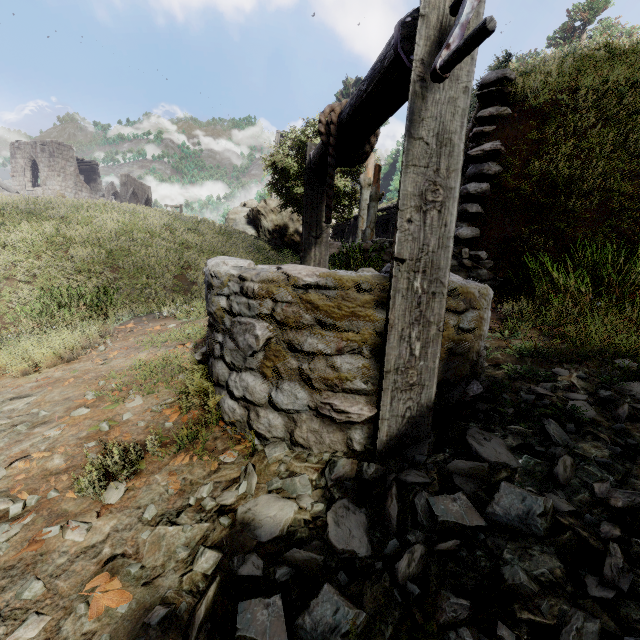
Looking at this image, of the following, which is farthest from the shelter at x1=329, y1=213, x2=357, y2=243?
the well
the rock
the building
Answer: the building

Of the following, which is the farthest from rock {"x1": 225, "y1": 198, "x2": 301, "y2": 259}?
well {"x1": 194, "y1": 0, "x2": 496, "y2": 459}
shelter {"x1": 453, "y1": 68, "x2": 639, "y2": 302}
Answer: well {"x1": 194, "y1": 0, "x2": 496, "y2": 459}

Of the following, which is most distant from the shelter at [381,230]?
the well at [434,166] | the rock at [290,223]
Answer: the well at [434,166]

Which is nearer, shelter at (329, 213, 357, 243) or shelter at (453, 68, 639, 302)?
shelter at (453, 68, 639, 302)

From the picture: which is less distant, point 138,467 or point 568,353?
point 138,467

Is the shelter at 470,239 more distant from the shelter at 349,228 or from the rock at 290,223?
the rock at 290,223

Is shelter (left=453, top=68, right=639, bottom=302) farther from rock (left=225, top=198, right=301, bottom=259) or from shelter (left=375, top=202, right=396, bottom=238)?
rock (left=225, top=198, right=301, bottom=259)

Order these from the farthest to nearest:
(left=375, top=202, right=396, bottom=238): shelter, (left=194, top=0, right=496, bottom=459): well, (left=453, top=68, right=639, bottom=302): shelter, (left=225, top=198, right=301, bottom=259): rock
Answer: (left=225, top=198, right=301, bottom=259): rock, (left=375, top=202, right=396, bottom=238): shelter, (left=453, top=68, right=639, bottom=302): shelter, (left=194, top=0, right=496, bottom=459): well
